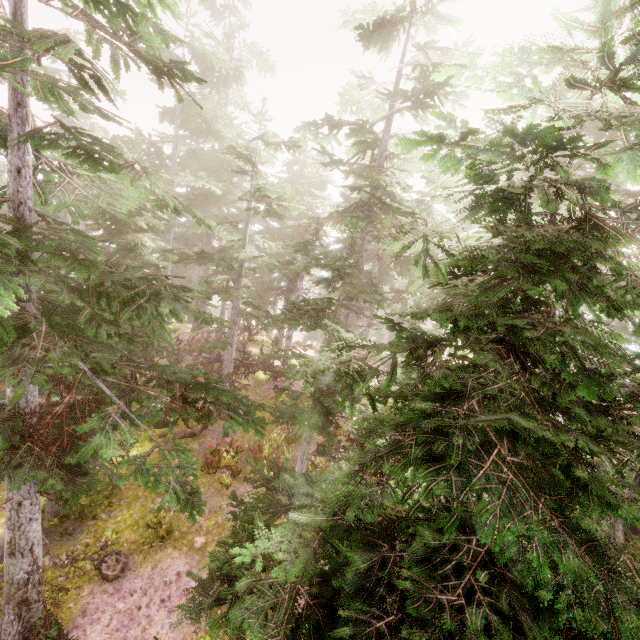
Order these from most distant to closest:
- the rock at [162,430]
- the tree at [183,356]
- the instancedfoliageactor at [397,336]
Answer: the tree at [183,356] → the rock at [162,430] → the instancedfoliageactor at [397,336]

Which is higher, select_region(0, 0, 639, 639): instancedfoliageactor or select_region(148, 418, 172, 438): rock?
select_region(0, 0, 639, 639): instancedfoliageactor

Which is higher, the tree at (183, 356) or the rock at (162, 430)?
the tree at (183, 356)

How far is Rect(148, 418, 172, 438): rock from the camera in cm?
1492

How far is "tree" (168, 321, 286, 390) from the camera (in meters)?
16.53

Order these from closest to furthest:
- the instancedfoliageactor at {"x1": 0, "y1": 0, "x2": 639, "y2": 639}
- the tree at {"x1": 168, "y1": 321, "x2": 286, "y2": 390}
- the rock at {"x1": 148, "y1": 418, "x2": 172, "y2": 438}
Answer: the instancedfoliageactor at {"x1": 0, "y1": 0, "x2": 639, "y2": 639} → the rock at {"x1": 148, "y1": 418, "x2": 172, "y2": 438} → the tree at {"x1": 168, "y1": 321, "x2": 286, "y2": 390}

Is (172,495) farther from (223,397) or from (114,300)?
(114,300)
